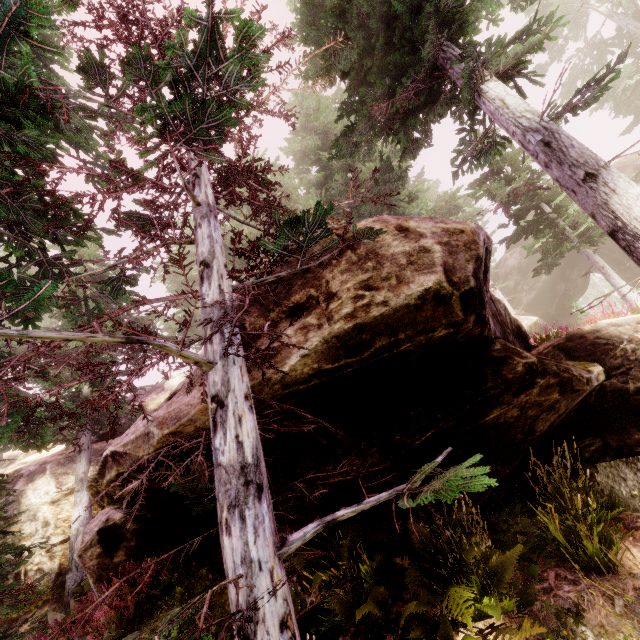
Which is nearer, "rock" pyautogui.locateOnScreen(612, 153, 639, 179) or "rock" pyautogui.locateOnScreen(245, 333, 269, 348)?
"rock" pyautogui.locateOnScreen(245, 333, 269, 348)

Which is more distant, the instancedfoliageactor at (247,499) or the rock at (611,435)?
the rock at (611,435)

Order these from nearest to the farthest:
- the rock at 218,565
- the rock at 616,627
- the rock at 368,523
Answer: the rock at 616,627 < the rock at 368,523 < the rock at 218,565

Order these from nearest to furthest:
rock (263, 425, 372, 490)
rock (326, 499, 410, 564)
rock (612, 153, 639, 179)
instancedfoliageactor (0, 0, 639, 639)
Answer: instancedfoliageactor (0, 0, 639, 639) < rock (263, 425, 372, 490) < rock (326, 499, 410, 564) < rock (612, 153, 639, 179)

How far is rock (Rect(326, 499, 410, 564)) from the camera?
5.59m

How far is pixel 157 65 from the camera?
2.7m
